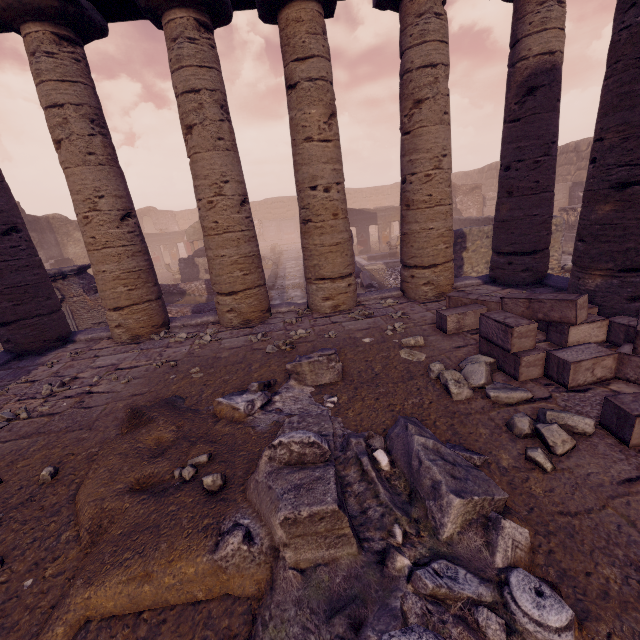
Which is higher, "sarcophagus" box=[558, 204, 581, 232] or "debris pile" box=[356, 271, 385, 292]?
"sarcophagus" box=[558, 204, 581, 232]

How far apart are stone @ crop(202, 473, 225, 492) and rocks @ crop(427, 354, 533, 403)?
2.3m

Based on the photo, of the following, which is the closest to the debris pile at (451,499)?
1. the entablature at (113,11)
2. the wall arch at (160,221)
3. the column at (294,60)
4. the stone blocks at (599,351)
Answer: the stone blocks at (599,351)

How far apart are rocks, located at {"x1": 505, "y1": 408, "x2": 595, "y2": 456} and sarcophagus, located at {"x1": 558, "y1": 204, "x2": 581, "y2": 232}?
15.8 meters

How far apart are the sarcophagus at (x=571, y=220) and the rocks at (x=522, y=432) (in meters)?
15.79

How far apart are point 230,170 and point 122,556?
5.54m

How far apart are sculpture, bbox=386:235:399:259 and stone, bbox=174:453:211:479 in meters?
16.2 m

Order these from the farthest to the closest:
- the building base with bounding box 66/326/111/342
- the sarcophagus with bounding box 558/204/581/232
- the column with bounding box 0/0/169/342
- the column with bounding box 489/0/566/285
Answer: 1. the sarcophagus with bounding box 558/204/581/232
2. the building base with bounding box 66/326/111/342
3. the column with bounding box 489/0/566/285
4. the column with bounding box 0/0/169/342
